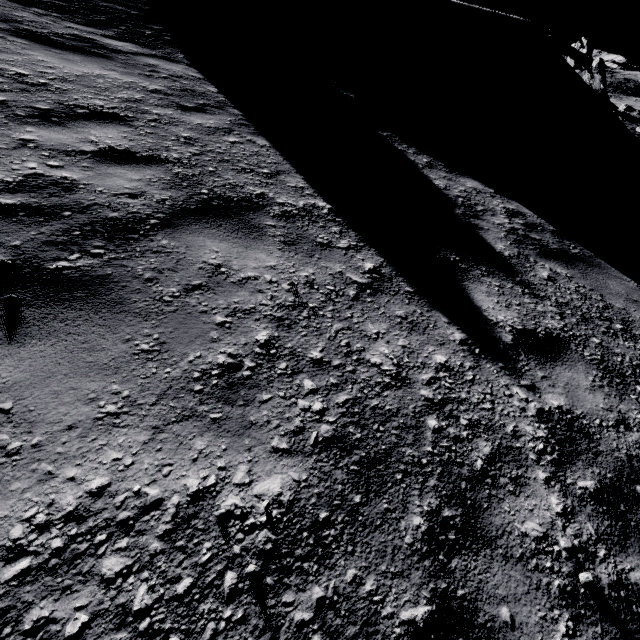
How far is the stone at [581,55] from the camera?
14.9 meters

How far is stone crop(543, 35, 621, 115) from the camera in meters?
14.9

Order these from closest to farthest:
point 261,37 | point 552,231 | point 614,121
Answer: point 552,231 → point 261,37 → point 614,121
